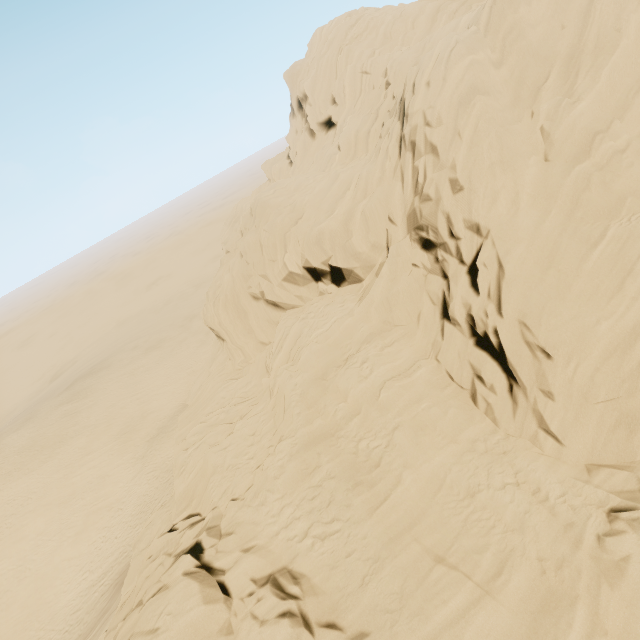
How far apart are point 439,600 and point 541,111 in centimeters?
1756cm
